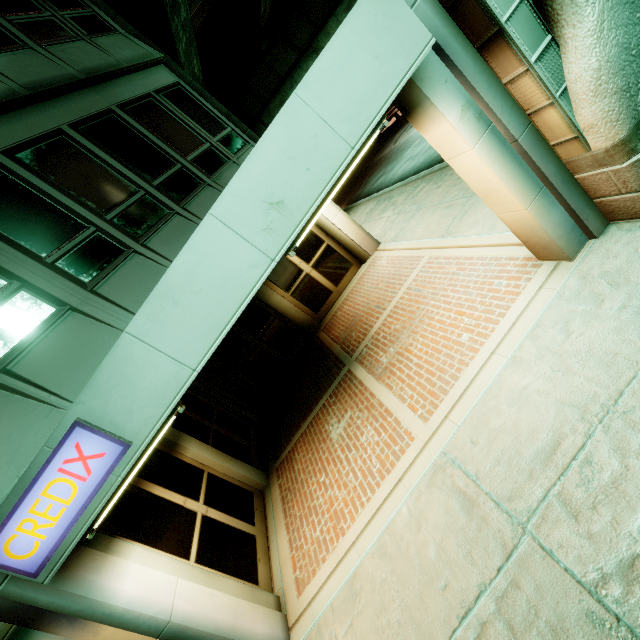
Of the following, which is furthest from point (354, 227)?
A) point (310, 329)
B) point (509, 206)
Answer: point (509, 206)
